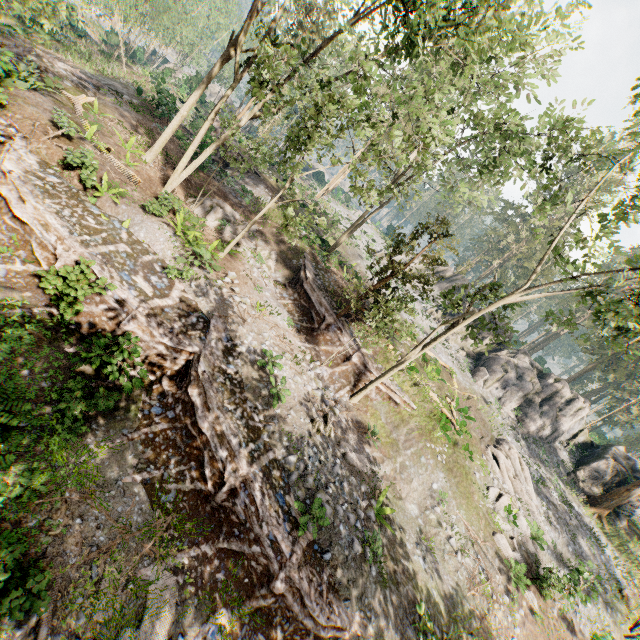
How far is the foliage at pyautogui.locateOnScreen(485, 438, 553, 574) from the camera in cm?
1682

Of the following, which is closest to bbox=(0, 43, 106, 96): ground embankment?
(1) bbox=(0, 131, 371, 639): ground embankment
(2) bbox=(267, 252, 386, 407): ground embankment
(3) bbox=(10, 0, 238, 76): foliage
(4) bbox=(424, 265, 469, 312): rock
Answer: (3) bbox=(10, 0, 238, 76): foliage

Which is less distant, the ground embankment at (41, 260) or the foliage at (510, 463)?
the ground embankment at (41, 260)

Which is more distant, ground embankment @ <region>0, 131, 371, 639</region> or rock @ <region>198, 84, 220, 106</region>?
rock @ <region>198, 84, 220, 106</region>

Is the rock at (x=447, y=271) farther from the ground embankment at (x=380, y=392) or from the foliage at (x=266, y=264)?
the ground embankment at (x=380, y=392)

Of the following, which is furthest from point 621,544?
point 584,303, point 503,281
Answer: point 584,303

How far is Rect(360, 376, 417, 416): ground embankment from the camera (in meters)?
17.86

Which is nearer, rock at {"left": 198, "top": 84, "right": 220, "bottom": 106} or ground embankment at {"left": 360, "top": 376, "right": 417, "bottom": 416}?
ground embankment at {"left": 360, "top": 376, "right": 417, "bottom": 416}
